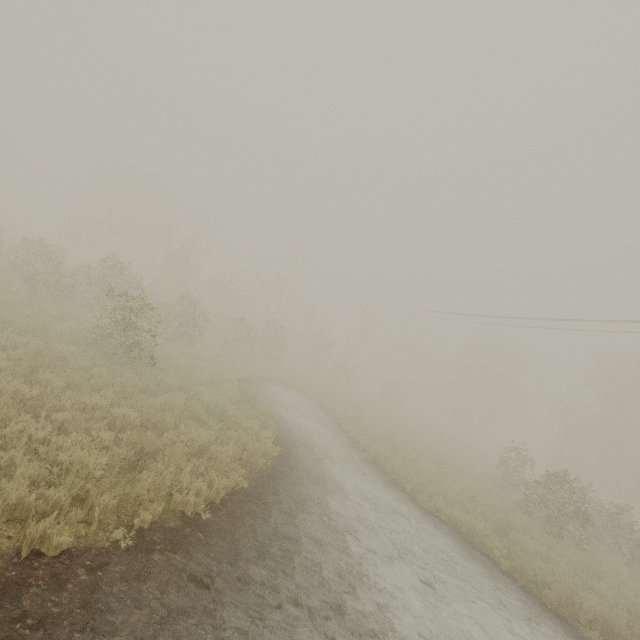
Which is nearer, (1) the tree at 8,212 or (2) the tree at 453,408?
(2) the tree at 453,408

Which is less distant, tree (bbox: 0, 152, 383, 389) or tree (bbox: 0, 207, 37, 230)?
tree (bbox: 0, 152, 383, 389)

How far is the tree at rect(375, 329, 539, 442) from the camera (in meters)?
45.38

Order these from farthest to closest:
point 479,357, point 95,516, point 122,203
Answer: point 479,357
point 122,203
point 95,516

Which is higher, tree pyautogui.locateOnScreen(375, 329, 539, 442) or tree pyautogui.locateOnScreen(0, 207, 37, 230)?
tree pyautogui.locateOnScreen(375, 329, 539, 442)

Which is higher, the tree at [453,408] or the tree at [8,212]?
the tree at [453,408]

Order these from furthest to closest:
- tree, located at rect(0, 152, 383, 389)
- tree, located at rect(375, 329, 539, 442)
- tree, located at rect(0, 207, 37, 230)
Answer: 1. tree, located at rect(0, 207, 37, 230)
2. tree, located at rect(375, 329, 539, 442)
3. tree, located at rect(0, 152, 383, 389)
